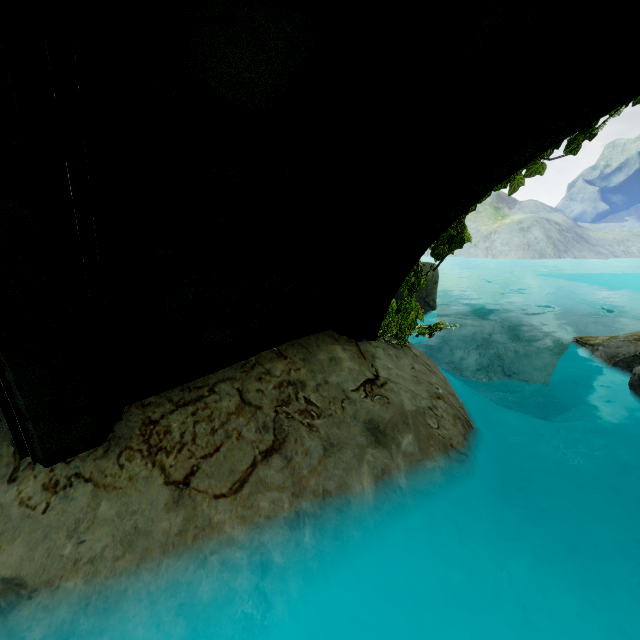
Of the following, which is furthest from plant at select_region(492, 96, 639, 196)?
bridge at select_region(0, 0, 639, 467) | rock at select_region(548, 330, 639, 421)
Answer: rock at select_region(548, 330, 639, 421)

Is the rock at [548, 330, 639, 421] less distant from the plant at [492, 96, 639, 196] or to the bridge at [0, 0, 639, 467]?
the bridge at [0, 0, 639, 467]

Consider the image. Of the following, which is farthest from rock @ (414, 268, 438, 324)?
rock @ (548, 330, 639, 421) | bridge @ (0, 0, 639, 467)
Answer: rock @ (548, 330, 639, 421)

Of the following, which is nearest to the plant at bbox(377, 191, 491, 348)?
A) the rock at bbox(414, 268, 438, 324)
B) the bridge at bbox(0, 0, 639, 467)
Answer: the bridge at bbox(0, 0, 639, 467)

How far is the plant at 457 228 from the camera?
3.58m

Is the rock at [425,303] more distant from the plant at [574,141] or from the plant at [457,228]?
the plant at [574,141]

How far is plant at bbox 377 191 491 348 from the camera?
3.6m

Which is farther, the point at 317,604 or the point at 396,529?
the point at 396,529
